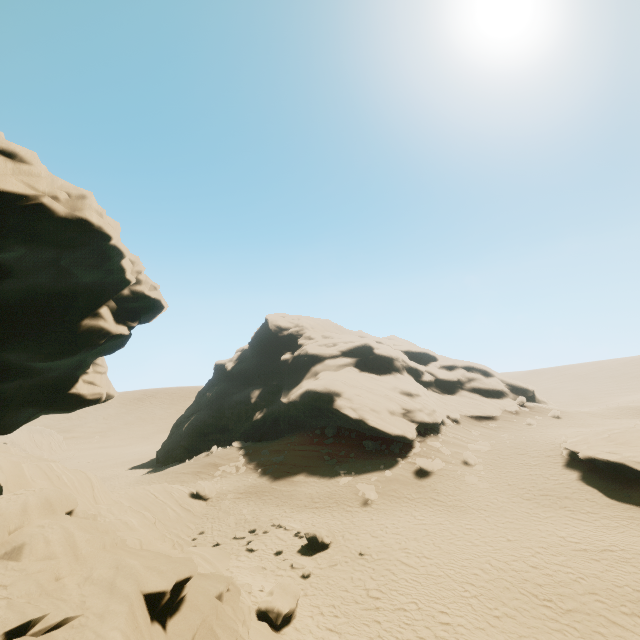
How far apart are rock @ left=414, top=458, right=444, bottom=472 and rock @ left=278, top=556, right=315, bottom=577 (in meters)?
12.50

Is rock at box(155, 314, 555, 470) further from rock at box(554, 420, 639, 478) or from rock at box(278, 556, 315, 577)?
rock at box(278, 556, 315, 577)

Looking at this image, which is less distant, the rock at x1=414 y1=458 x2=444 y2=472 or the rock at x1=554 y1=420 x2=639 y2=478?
the rock at x1=554 y1=420 x2=639 y2=478

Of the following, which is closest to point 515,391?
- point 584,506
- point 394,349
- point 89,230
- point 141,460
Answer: point 394,349

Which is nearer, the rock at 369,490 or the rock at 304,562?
the rock at 304,562

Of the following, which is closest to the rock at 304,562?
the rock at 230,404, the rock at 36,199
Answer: the rock at 36,199

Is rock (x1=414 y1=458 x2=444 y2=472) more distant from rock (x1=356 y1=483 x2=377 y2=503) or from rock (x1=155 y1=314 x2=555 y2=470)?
rock (x1=356 y1=483 x2=377 y2=503)

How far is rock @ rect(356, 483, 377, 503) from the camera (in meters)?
22.34
